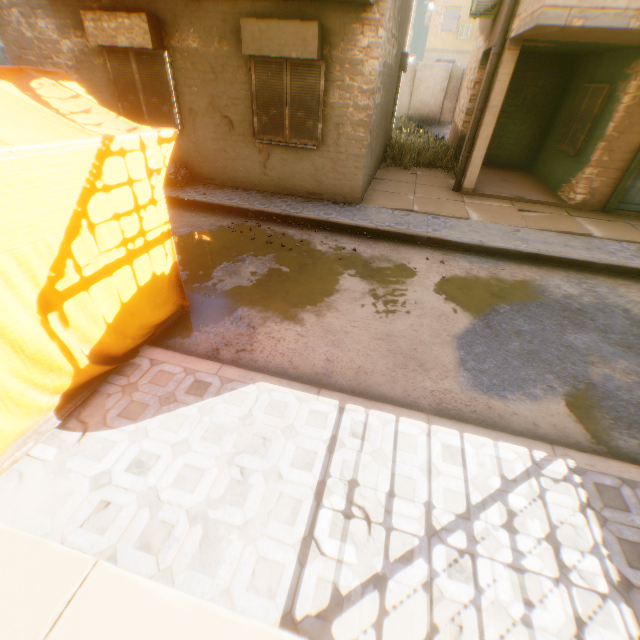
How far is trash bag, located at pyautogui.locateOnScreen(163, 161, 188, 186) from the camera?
8.3m

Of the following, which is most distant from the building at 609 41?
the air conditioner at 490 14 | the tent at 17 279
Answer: the air conditioner at 490 14

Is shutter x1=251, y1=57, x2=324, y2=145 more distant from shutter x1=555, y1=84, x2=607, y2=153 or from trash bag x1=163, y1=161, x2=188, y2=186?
shutter x1=555, y1=84, x2=607, y2=153

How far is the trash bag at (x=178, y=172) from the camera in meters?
8.3

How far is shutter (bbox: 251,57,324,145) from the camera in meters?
6.8

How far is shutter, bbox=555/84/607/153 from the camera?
8.3 meters

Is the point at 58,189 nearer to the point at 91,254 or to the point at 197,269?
the point at 91,254
